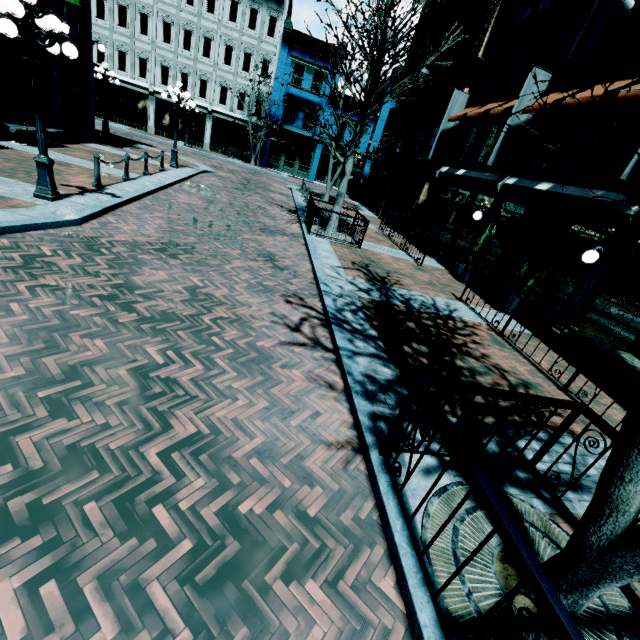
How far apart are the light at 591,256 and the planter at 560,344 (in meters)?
1.72

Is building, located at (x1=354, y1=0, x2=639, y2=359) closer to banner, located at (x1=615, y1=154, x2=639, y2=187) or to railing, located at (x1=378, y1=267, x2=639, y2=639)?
banner, located at (x1=615, y1=154, x2=639, y2=187)

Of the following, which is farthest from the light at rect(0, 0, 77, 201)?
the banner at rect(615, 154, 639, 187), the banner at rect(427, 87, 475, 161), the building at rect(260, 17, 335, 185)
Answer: the building at rect(260, 17, 335, 185)

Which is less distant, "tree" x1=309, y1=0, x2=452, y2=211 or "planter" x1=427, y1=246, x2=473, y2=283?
"tree" x1=309, y1=0, x2=452, y2=211

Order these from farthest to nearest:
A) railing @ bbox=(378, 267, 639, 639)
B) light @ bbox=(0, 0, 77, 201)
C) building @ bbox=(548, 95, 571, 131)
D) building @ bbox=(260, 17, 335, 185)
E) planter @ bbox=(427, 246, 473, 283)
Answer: building @ bbox=(260, 17, 335, 185) < planter @ bbox=(427, 246, 473, 283) < building @ bbox=(548, 95, 571, 131) < light @ bbox=(0, 0, 77, 201) < railing @ bbox=(378, 267, 639, 639)

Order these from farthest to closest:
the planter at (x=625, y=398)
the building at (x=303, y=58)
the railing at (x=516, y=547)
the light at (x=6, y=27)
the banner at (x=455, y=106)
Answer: the building at (x=303, y=58) → the banner at (x=455, y=106) → the planter at (x=625, y=398) → the light at (x=6, y=27) → the railing at (x=516, y=547)

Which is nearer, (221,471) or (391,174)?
(221,471)

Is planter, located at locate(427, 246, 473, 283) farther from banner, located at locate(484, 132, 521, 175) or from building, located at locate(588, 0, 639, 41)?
banner, located at locate(484, 132, 521, 175)
